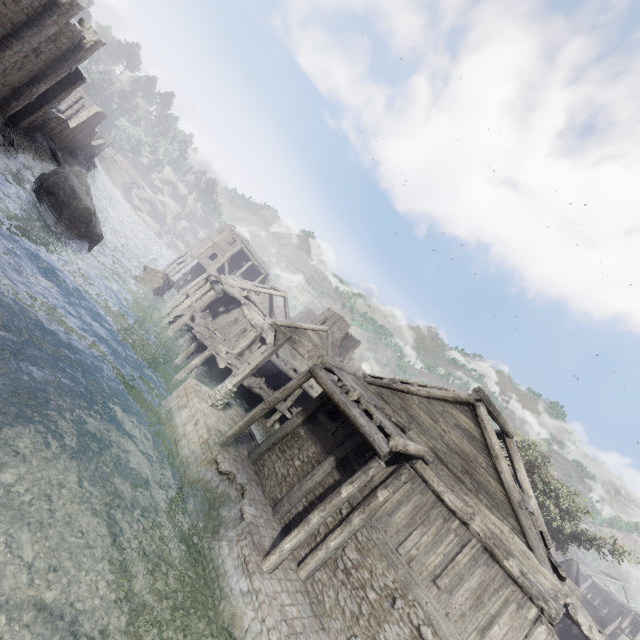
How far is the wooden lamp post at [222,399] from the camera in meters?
14.6

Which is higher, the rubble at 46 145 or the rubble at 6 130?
the rubble at 6 130

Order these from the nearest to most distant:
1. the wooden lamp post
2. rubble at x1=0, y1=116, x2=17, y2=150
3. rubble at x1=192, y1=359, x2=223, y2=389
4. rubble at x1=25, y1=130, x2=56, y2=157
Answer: the wooden lamp post, rubble at x1=192, y1=359, x2=223, y2=389, rubble at x1=0, y1=116, x2=17, y2=150, rubble at x1=25, y1=130, x2=56, y2=157

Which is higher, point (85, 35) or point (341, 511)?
point (85, 35)

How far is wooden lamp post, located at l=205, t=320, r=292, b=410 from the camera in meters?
14.6

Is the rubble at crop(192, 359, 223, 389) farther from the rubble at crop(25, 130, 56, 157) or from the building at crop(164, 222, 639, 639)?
the rubble at crop(25, 130, 56, 157)

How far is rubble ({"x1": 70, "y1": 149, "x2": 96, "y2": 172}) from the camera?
43.3 meters

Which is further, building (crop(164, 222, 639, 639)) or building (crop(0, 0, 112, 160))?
building (crop(0, 0, 112, 160))
